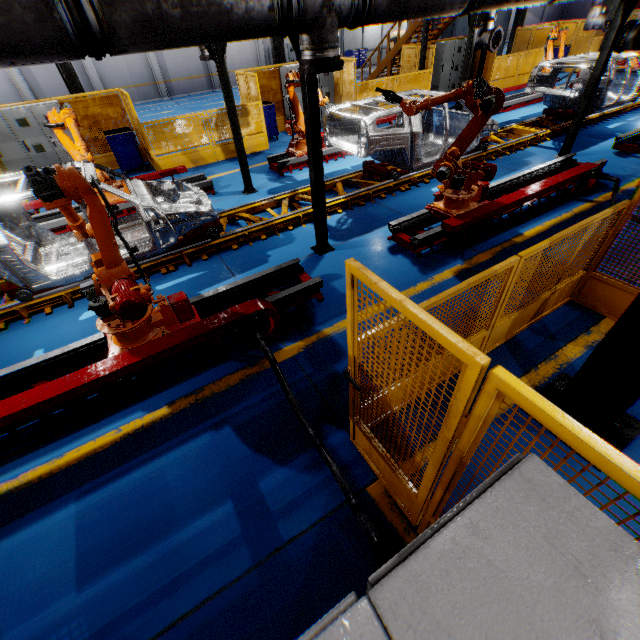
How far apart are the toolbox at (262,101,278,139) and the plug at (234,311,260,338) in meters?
10.7 m

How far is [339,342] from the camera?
4.51m

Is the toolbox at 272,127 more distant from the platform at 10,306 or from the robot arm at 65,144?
the platform at 10,306

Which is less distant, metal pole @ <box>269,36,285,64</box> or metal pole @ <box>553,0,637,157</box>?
metal pole @ <box>553,0,637,157</box>

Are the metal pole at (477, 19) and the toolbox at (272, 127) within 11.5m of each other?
yes

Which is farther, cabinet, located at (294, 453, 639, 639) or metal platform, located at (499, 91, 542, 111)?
metal platform, located at (499, 91, 542, 111)

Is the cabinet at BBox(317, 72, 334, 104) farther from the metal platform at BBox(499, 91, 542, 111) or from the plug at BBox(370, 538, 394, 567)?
the plug at BBox(370, 538, 394, 567)

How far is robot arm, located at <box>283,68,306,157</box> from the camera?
8.4 meters
